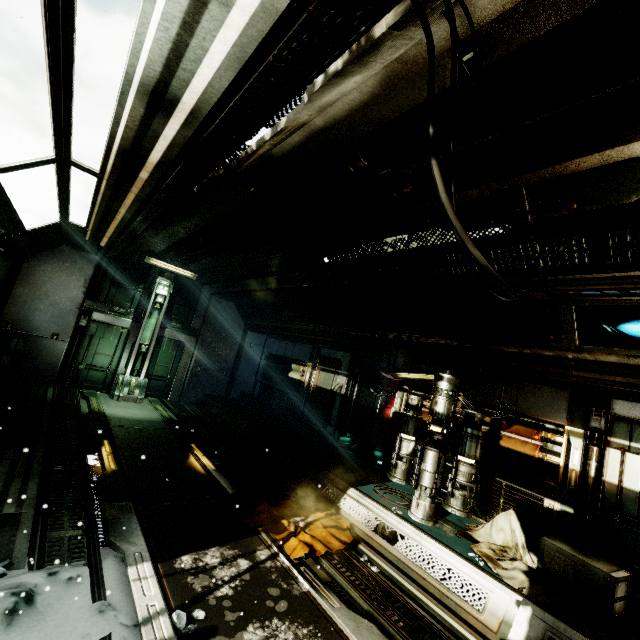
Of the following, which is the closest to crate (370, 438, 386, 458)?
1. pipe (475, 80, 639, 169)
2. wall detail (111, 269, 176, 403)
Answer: pipe (475, 80, 639, 169)

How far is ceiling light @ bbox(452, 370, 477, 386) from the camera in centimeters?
609cm

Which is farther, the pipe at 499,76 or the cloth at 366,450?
the cloth at 366,450

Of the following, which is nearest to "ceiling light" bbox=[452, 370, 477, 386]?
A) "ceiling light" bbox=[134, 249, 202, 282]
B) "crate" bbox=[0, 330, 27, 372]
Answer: "ceiling light" bbox=[134, 249, 202, 282]

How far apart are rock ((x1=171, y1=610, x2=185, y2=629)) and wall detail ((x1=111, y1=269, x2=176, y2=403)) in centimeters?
827cm

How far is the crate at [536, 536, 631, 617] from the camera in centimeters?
369cm

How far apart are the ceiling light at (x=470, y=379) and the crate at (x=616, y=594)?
2.5 meters

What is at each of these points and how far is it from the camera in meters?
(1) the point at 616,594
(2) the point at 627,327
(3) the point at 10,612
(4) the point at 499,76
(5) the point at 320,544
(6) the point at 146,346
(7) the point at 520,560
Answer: (1) crate, 3.7 m
(2) pipe, 4.3 m
(3) snow pile, 2.4 m
(4) pipe, 2.2 m
(5) cloth, 4.3 m
(6) wall detail, 10.3 m
(7) cloth, 4.6 m
